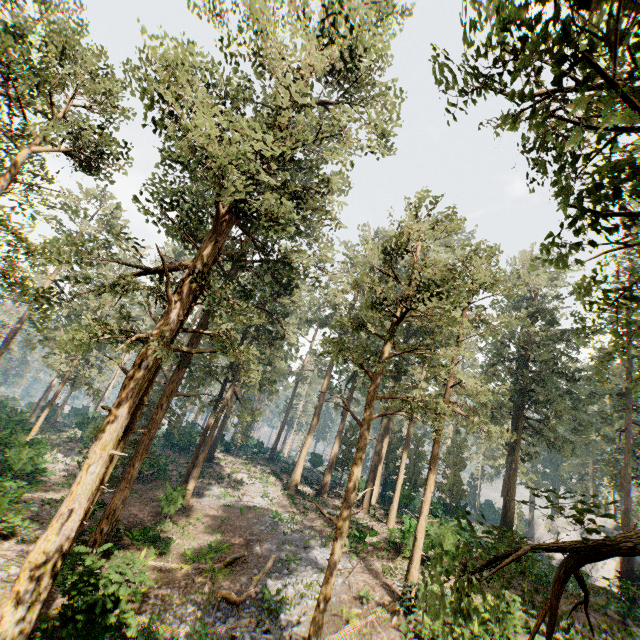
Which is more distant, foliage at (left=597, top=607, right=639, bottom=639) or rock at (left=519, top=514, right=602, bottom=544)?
rock at (left=519, top=514, right=602, bottom=544)

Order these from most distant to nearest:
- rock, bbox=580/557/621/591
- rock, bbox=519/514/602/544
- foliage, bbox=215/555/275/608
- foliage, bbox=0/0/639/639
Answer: rock, bbox=519/514/602/544, rock, bbox=580/557/621/591, foliage, bbox=215/555/275/608, foliage, bbox=0/0/639/639

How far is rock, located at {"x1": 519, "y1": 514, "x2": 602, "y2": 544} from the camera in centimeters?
3788cm

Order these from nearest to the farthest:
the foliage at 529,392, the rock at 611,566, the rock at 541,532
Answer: the foliage at 529,392 < the rock at 611,566 < the rock at 541,532

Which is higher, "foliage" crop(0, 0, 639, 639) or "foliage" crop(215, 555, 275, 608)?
"foliage" crop(0, 0, 639, 639)

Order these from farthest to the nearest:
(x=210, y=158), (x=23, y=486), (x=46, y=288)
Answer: (x=23, y=486), (x=46, y=288), (x=210, y=158)

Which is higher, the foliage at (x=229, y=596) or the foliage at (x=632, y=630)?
the foliage at (x=632, y=630)
